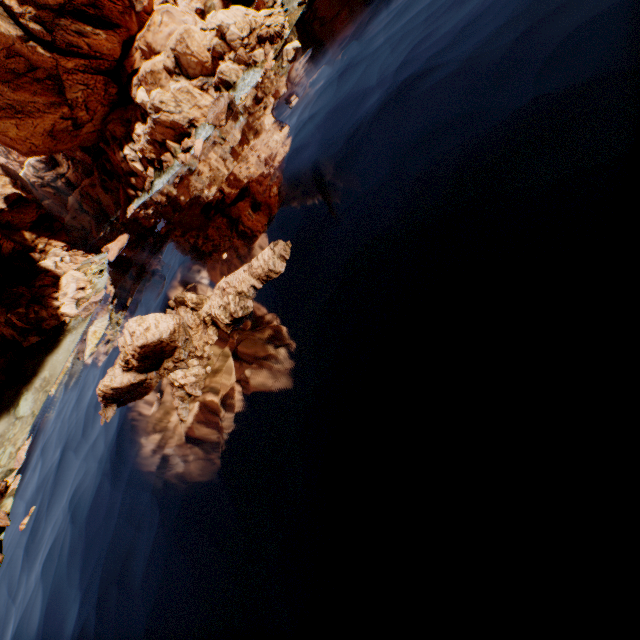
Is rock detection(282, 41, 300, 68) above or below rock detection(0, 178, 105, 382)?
below

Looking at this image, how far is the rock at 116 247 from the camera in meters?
45.8

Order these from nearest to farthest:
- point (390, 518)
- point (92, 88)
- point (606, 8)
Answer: point (390, 518)
point (606, 8)
point (92, 88)

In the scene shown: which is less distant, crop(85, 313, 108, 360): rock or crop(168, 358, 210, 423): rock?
crop(168, 358, 210, 423): rock

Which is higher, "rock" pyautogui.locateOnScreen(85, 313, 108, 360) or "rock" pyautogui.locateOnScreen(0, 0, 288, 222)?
"rock" pyautogui.locateOnScreen(0, 0, 288, 222)

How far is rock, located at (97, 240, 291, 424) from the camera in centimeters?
1544cm

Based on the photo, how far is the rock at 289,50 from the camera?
30.67m
